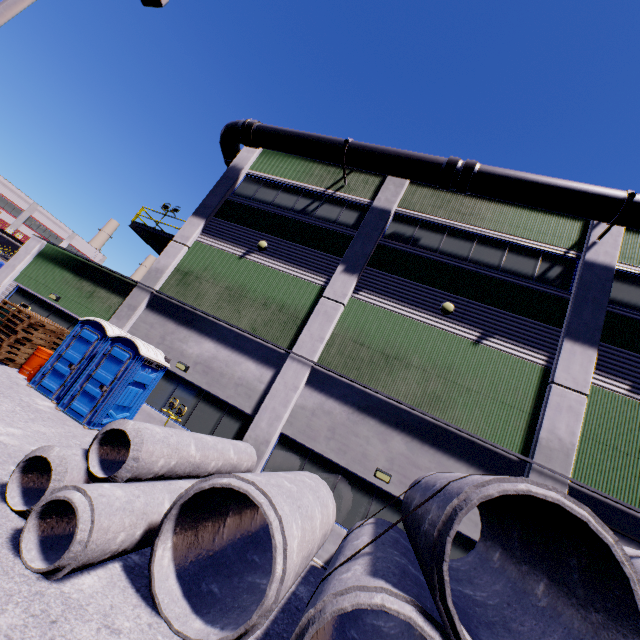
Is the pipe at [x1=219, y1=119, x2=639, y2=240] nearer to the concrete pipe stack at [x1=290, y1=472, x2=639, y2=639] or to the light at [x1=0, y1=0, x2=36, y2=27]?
the concrete pipe stack at [x1=290, y1=472, x2=639, y2=639]

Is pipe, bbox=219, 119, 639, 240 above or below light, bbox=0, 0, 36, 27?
above

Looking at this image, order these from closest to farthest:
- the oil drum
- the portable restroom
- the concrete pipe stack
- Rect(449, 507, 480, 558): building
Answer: the concrete pipe stack, Rect(449, 507, 480, 558): building, the portable restroom, the oil drum

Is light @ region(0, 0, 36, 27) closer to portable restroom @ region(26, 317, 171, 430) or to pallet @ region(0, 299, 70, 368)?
portable restroom @ region(26, 317, 171, 430)

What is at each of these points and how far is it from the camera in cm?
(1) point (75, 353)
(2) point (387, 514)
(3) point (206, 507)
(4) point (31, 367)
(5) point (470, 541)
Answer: (1) portable restroom, 1109
(2) building, 934
(3) concrete pipe, 572
(4) oil drum, 1173
(5) building, 877

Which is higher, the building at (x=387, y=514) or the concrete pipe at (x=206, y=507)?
the building at (x=387, y=514)

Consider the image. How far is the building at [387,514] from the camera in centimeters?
928cm

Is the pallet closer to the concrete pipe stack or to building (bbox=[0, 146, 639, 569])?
building (bbox=[0, 146, 639, 569])
